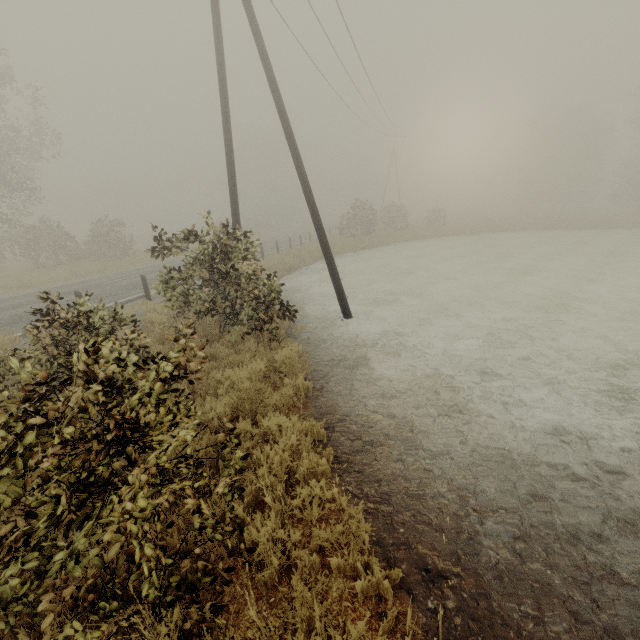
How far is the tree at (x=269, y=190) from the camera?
53.03m

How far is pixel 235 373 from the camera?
6.4 meters

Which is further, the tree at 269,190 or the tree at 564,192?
the tree at 269,190

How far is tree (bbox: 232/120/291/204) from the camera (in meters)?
53.03

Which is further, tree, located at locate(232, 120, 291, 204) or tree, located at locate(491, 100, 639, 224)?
tree, located at locate(232, 120, 291, 204)
